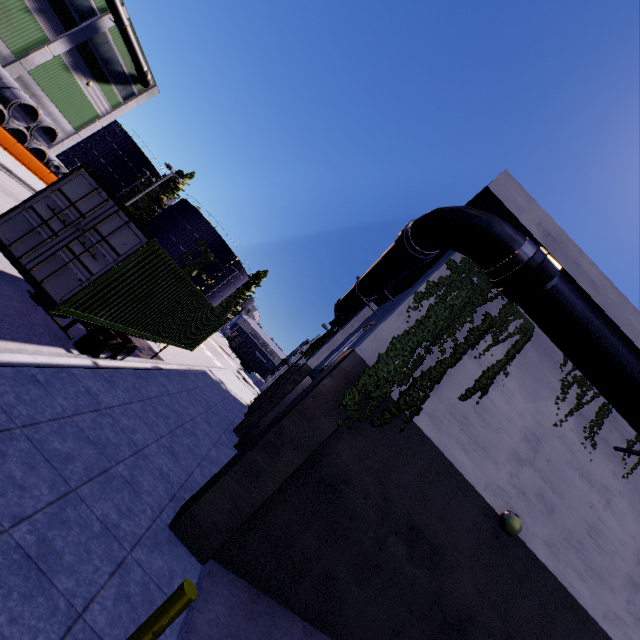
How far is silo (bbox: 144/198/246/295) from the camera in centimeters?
5200cm

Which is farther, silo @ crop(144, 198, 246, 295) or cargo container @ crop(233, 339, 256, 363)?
cargo container @ crop(233, 339, 256, 363)

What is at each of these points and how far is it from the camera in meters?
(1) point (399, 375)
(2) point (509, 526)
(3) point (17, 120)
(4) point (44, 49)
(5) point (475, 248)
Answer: (1) tree, 6.9
(2) light, 6.9
(3) concrete pipe stack, 23.8
(4) building, 26.4
(5) pipe, 7.1

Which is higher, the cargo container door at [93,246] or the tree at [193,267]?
the tree at [193,267]

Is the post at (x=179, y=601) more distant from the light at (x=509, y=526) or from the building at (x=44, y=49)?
the light at (x=509, y=526)

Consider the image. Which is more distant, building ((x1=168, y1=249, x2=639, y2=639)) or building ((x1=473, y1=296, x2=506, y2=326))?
building ((x1=473, y1=296, x2=506, y2=326))

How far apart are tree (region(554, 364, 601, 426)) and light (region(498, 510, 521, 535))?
2.41m

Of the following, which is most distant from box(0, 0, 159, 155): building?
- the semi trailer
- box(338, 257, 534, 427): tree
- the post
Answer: the semi trailer
